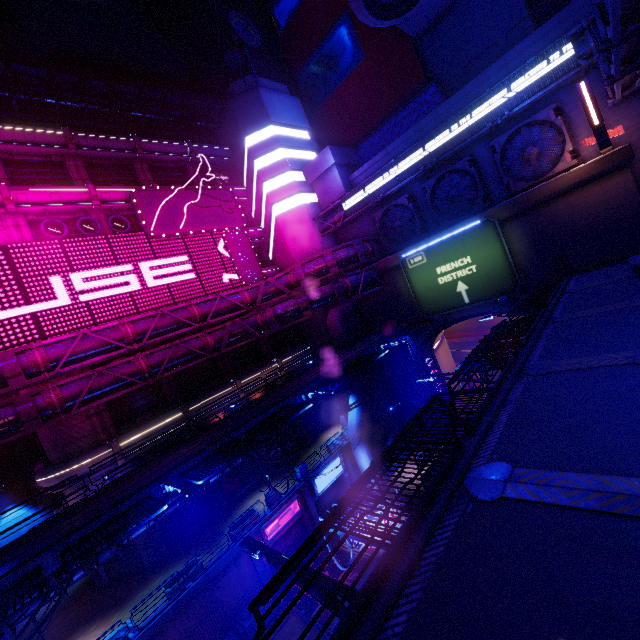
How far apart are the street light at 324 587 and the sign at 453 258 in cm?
2174

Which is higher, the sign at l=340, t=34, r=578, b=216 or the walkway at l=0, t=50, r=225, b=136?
the walkway at l=0, t=50, r=225, b=136

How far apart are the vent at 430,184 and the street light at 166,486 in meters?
24.9

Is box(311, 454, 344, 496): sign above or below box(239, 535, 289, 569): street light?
below

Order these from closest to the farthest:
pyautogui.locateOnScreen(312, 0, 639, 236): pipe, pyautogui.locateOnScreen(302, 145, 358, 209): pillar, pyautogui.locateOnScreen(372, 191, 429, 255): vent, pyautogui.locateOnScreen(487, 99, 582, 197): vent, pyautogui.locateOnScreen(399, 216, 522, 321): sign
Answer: pyautogui.locateOnScreen(312, 0, 639, 236): pipe, pyautogui.locateOnScreen(487, 99, 582, 197): vent, pyautogui.locateOnScreen(399, 216, 522, 321): sign, pyautogui.locateOnScreen(372, 191, 429, 255): vent, pyautogui.locateOnScreen(302, 145, 358, 209): pillar

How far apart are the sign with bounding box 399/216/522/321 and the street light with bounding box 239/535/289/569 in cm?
2174

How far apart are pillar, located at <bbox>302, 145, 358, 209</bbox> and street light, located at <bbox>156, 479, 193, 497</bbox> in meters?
27.5 m

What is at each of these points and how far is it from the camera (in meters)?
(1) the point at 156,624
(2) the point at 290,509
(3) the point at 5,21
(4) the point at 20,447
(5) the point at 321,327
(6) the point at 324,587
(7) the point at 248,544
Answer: (1) beam, 17.05
(2) sign, 23.52
(3) building, 44.31
(4) column, 28.61
(5) building, 33.81
(6) street light, 4.71
(7) street light, 6.41
